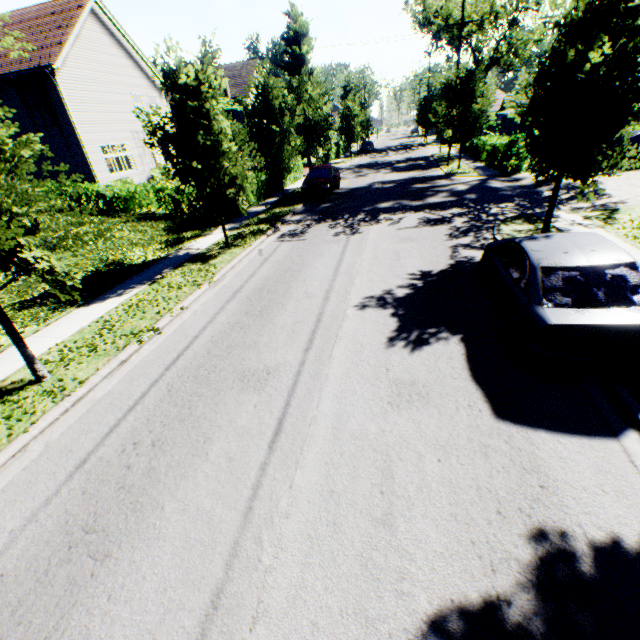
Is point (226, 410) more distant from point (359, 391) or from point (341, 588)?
point (341, 588)

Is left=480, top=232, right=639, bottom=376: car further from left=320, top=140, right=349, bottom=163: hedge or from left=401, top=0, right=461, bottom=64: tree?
left=320, top=140, right=349, bottom=163: hedge

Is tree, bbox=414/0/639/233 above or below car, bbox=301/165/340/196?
above

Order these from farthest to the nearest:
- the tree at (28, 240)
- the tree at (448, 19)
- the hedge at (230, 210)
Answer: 1. the tree at (448, 19)
2. the hedge at (230, 210)
3. the tree at (28, 240)

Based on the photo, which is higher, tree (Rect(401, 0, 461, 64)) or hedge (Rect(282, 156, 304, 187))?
tree (Rect(401, 0, 461, 64))

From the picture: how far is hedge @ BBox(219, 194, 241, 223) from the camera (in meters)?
16.24

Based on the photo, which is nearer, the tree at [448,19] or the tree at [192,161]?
the tree at [192,161]
